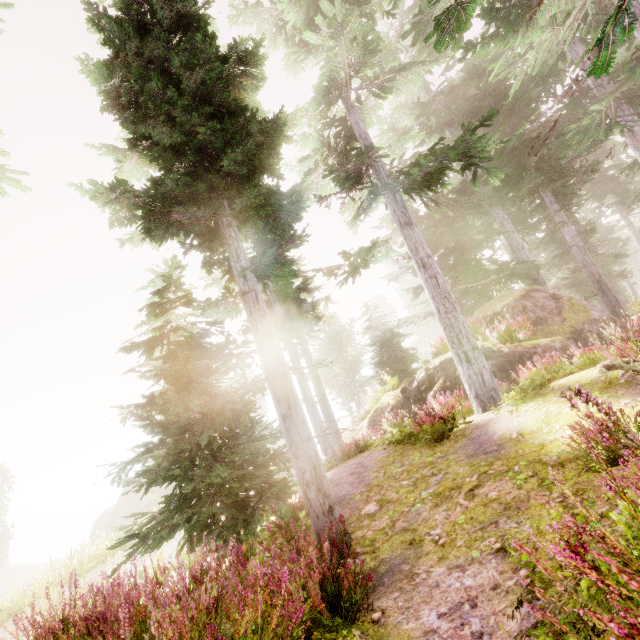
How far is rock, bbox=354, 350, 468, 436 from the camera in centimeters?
1319cm

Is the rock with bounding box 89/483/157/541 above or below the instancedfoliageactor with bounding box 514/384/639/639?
below

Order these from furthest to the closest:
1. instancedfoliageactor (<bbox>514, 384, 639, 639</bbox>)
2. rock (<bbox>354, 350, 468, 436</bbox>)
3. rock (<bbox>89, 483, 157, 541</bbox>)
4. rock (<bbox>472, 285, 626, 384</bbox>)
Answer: rock (<bbox>89, 483, 157, 541</bbox>)
rock (<bbox>354, 350, 468, 436</bbox>)
rock (<bbox>472, 285, 626, 384</bbox>)
instancedfoliageactor (<bbox>514, 384, 639, 639</bbox>)

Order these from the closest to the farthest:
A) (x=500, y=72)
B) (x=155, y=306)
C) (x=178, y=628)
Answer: (x=178, y=628), (x=155, y=306), (x=500, y=72)

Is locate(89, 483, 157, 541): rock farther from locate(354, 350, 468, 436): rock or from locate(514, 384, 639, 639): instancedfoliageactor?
locate(354, 350, 468, 436): rock

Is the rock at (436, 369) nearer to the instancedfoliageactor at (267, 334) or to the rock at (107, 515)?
the instancedfoliageactor at (267, 334)
